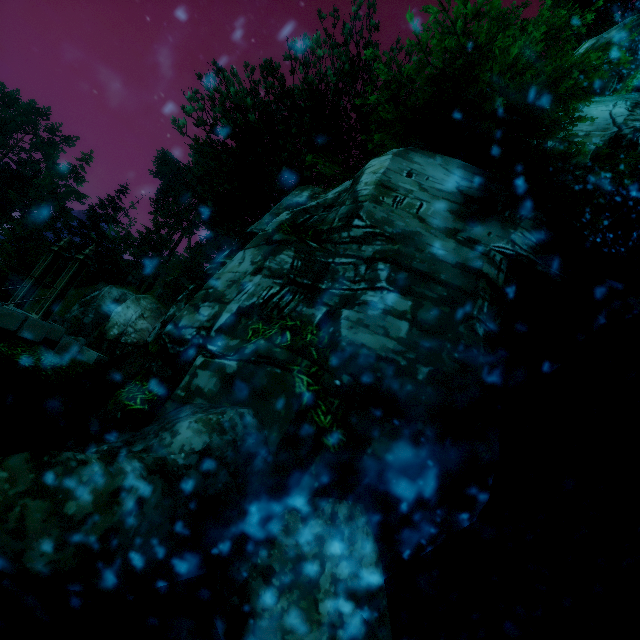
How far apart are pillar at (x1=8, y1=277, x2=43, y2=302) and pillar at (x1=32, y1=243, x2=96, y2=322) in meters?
1.0 m

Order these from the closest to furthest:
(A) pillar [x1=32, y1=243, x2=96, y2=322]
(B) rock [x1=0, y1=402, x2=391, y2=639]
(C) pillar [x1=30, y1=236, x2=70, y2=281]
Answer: (B) rock [x1=0, y1=402, x2=391, y2=639]
(A) pillar [x1=32, y1=243, x2=96, y2=322]
(C) pillar [x1=30, y1=236, x2=70, y2=281]

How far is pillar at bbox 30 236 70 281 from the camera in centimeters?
1024cm

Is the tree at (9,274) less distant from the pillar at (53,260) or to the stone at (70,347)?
the pillar at (53,260)

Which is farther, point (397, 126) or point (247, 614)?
point (397, 126)

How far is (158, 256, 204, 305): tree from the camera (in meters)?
27.30

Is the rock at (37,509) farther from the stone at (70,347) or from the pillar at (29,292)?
the pillar at (29,292)
